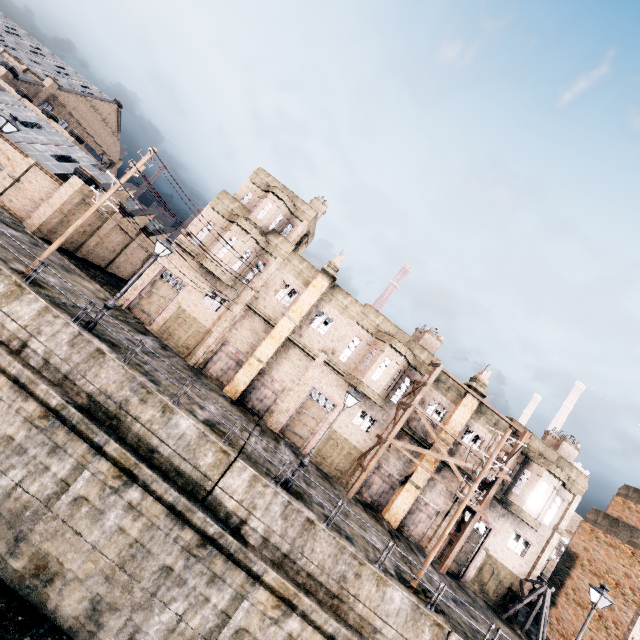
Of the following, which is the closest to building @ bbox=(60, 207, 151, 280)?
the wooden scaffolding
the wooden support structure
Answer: the wooden scaffolding

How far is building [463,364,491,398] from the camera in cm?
2577

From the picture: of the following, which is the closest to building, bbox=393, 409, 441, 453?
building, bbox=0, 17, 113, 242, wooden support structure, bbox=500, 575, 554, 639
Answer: wooden support structure, bbox=500, 575, 554, 639

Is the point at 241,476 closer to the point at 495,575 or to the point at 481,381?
the point at 481,381

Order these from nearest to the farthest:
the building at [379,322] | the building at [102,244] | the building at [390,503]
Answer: the building at [390,503] < the building at [379,322] < the building at [102,244]

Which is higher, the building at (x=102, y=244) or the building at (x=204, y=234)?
the building at (x=204, y=234)
